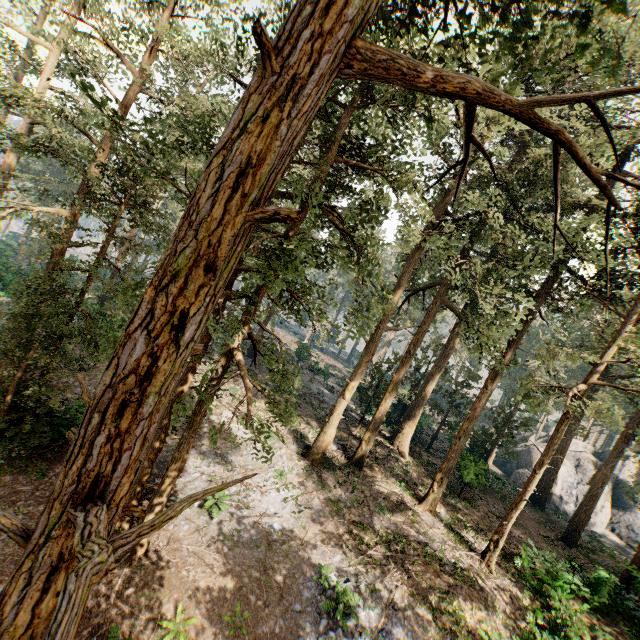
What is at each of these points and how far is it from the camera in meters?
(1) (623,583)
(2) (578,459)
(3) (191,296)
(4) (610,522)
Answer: (1) foliage, 17.8
(2) rock, 38.4
(3) foliage, 2.9
(4) rock, 33.8

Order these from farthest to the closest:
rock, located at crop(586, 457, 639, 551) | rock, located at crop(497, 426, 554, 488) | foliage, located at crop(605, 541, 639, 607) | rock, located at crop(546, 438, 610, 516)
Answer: rock, located at crop(497, 426, 554, 488)
rock, located at crop(546, 438, 610, 516)
rock, located at crop(586, 457, 639, 551)
foliage, located at crop(605, 541, 639, 607)

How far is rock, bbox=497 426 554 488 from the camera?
35.9 meters

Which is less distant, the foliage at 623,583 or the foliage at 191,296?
the foliage at 191,296

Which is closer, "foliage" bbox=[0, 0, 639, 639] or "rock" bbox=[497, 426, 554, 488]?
"foliage" bbox=[0, 0, 639, 639]

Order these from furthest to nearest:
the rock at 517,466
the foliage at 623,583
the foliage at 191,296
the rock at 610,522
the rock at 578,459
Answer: the rock at 517,466, the rock at 578,459, the rock at 610,522, the foliage at 623,583, the foliage at 191,296
